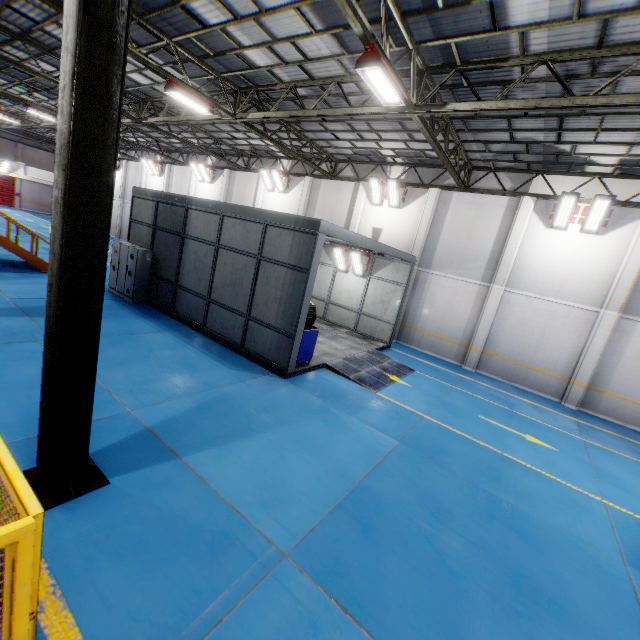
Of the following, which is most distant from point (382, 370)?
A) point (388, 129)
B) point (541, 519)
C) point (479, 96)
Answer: point (388, 129)

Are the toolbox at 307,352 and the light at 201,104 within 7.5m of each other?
no

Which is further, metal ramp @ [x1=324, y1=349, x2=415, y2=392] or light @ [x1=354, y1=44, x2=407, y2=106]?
metal ramp @ [x1=324, y1=349, x2=415, y2=392]

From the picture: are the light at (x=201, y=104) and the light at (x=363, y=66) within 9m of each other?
yes

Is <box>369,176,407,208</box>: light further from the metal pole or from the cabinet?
the metal pole

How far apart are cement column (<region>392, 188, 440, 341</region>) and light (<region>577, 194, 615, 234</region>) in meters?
5.8 m

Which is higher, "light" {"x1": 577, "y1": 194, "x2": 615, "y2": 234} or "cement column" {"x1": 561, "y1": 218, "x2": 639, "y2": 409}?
"light" {"x1": 577, "y1": 194, "x2": 615, "y2": 234}

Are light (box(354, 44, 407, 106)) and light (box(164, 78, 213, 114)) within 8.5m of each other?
yes
